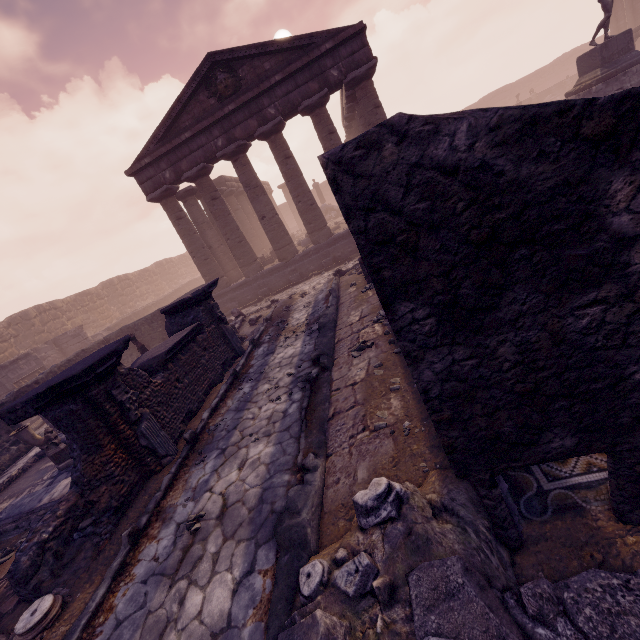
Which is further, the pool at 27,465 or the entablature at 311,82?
the entablature at 311,82

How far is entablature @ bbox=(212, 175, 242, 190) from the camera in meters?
23.0 m

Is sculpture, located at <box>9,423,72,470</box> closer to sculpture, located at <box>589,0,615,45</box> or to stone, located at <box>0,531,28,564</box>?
stone, located at <box>0,531,28,564</box>

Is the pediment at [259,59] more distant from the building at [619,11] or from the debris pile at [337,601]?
the building at [619,11]

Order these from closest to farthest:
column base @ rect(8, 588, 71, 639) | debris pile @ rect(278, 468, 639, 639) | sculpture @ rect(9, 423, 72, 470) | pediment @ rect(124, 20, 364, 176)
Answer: debris pile @ rect(278, 468, 639, 639) < column base @ rect(8, 588, 71, 639) < sculpture @ rect(9, 423, 72, 470) < pediment @ rect(124, 20, 364, 176)

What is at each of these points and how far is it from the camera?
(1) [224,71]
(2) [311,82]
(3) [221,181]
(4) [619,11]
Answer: (1) relief sculpture, 13.1 meters
(2) entablature, 13.0 meters
(3) entablature, 23.0 meters
(4) building, 24.0 meters

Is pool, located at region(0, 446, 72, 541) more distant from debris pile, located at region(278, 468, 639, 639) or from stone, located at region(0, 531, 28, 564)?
debris pile, located at region(278, 468, 639, 639)

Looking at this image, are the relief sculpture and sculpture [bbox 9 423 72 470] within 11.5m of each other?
no
